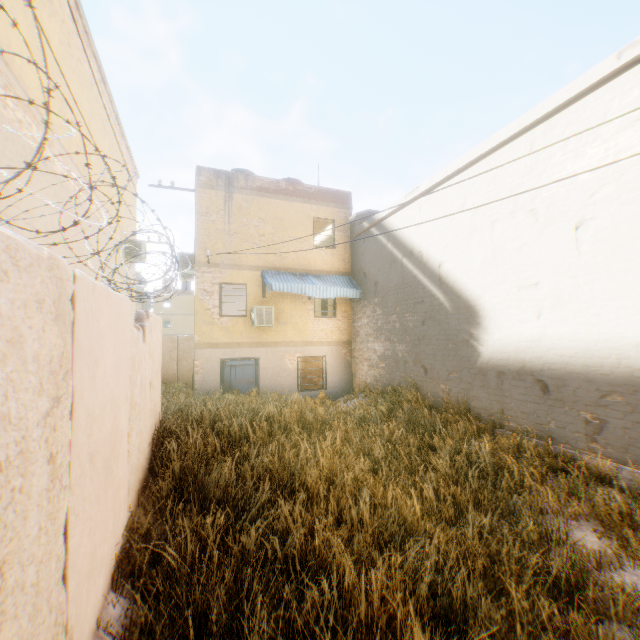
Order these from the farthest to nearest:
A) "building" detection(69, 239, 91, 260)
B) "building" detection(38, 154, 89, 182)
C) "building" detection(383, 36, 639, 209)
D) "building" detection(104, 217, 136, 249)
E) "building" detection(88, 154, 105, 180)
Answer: "building" detection(104, 217, 136, 249) < "building" detection(88, 154, 105, 180) < "building" detection(69, 239, 91, 260) < "building" detection(38, 154, 89, 182) < "building" detection(383, 36, 639, 209)

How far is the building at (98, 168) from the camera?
9.1m

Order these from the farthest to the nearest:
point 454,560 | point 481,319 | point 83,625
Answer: point 481,319 < point 454,560 < point 83,625

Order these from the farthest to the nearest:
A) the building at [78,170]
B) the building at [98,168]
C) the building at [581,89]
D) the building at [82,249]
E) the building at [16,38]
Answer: the building at [98,168] < the building at [82,249] < the building at [78,170] < the building at [581,89] < the building at [16,38]

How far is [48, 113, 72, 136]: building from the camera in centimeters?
657cm

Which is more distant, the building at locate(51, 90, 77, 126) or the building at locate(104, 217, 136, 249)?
the building at locate(104, 217, 136, 249)
